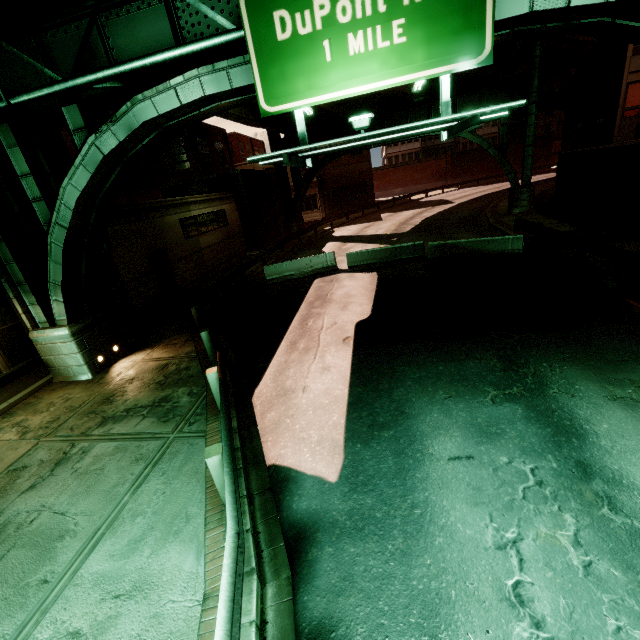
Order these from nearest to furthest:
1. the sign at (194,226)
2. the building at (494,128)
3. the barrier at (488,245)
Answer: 1. the barrier at (488,245)
2. the sign at (194,226)
3. the building at (494,128)

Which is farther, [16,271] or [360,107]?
[360,107]

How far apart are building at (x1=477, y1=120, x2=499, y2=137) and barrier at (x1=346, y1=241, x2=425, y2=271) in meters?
57.9 m

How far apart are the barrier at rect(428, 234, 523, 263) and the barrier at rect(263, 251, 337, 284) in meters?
4.8 m

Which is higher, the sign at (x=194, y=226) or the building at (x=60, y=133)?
the building at (x=60, y=133)

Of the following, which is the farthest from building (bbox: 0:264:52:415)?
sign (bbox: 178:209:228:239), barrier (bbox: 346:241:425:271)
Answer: barrier (bbox: 346:241:425:271)

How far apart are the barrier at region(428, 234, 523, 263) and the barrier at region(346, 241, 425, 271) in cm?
43

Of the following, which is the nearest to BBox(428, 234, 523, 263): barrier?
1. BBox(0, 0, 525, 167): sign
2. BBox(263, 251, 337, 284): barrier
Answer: BBox(263, 251, 337, 284): barrier
